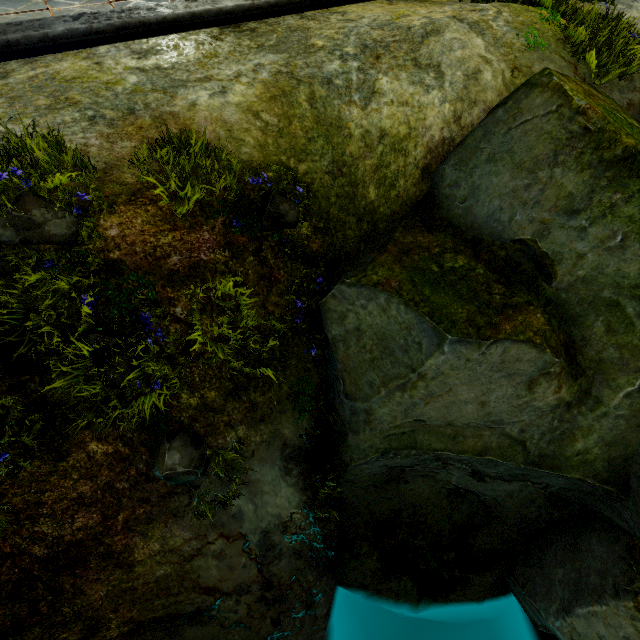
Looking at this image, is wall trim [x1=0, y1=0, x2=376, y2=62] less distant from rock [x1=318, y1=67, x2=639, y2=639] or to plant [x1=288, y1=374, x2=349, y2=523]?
rock [x1=318, y1=67, x2=639, y2=639]

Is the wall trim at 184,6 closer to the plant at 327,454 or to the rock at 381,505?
the rock at 381,505

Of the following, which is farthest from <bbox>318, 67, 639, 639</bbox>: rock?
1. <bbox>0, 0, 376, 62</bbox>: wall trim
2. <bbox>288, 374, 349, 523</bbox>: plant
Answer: <bbox>0, 0, 376, 62</bbox>: wall trim

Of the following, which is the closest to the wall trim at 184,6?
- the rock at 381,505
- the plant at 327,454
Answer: the rock at 381,505

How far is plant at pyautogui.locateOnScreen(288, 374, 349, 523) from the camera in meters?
5.4

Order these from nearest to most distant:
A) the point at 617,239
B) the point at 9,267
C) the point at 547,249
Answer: the point at 9,267, the point at 617,239, the point at 547,249
